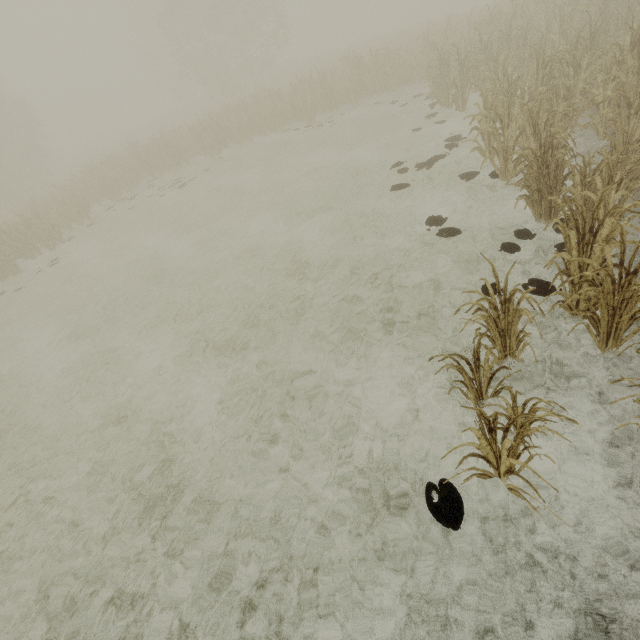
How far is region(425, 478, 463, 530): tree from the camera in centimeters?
317cm

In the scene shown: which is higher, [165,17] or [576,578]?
[165,17]

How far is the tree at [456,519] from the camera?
3.2m
